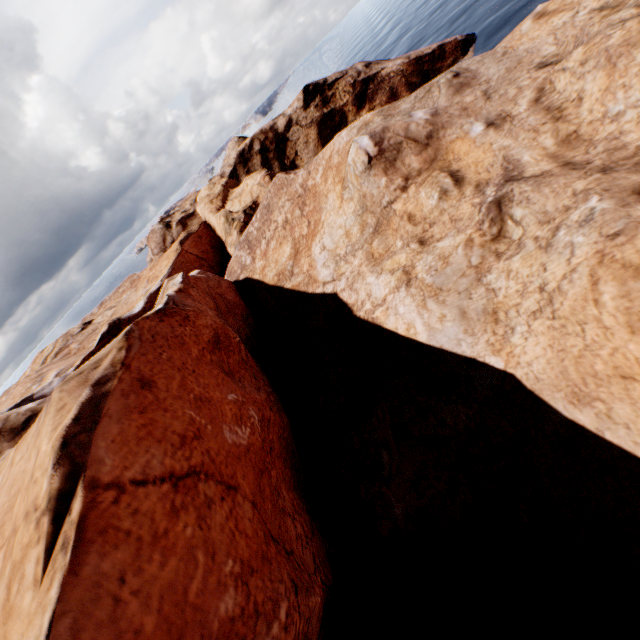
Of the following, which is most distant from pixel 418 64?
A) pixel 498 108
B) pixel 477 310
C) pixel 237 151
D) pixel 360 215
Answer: pixel 477 310
